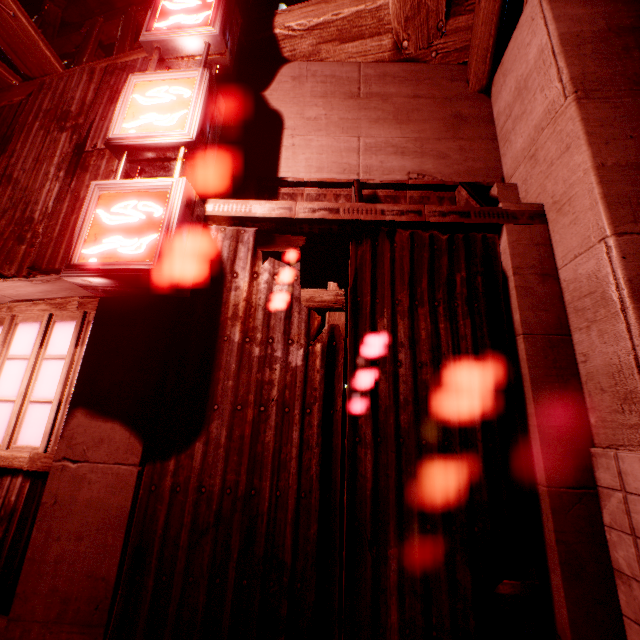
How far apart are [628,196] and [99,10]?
7.7m
